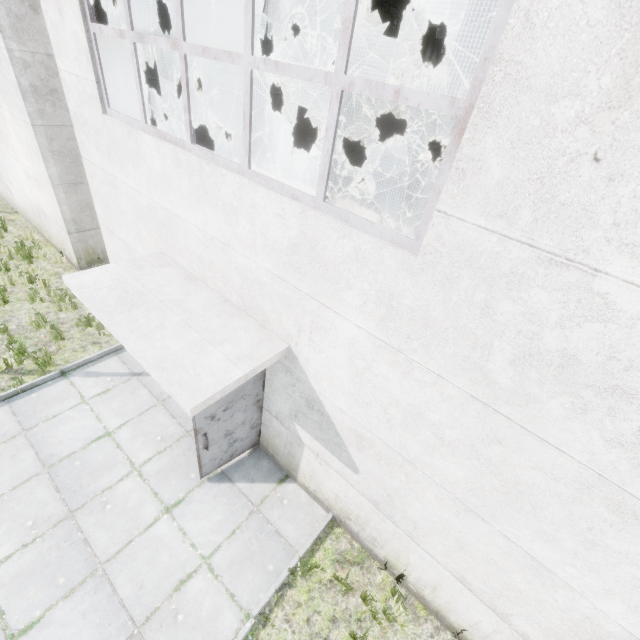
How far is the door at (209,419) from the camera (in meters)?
4.77

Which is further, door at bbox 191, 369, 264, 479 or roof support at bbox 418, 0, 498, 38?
roof support at bbox 418, 0, 498, 38

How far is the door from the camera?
4.8 meters

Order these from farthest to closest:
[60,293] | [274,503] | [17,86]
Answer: [60,293] < [17,86] < [274,503]

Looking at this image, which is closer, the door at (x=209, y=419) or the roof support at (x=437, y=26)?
the door at (x=209, y=419)

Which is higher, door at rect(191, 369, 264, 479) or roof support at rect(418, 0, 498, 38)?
roof support at rect(418, 0, 498, 38)
